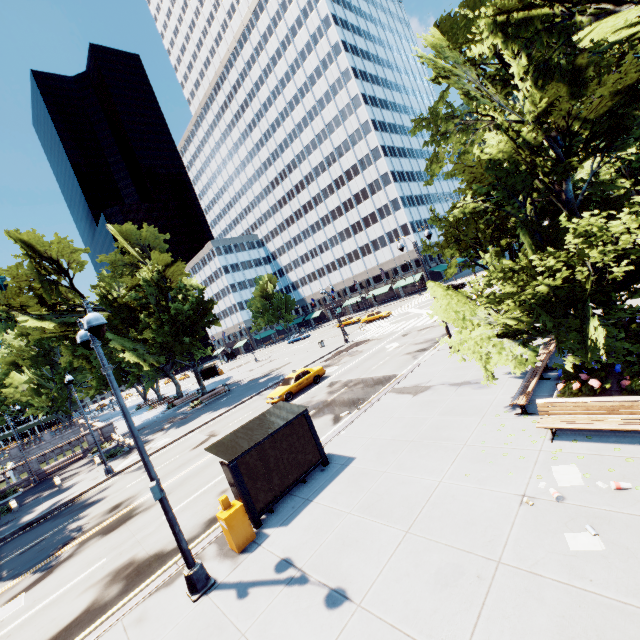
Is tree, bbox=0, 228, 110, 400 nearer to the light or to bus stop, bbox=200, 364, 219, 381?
the light

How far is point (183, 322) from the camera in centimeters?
3262cm

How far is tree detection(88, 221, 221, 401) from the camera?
30.9m

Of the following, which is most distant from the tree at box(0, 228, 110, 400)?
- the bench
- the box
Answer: the box

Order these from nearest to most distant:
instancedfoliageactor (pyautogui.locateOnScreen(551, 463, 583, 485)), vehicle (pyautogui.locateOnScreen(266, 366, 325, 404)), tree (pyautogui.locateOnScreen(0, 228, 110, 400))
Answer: instancedfoliageactor (pyautogui.locateOnScreen(551, 463, 583, 485)) < vehicle (pyautogui.locateOnScreen(266, 366, 325, 404)) < tree (pyautogui.locateOnScreen(0, 228, 110, 400))

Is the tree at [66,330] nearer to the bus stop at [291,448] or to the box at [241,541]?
the bus stop at [291,448]

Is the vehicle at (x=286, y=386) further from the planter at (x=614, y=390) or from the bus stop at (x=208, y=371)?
the bus stop at (x=208, y=371)

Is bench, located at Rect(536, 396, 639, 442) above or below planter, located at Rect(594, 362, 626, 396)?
above
